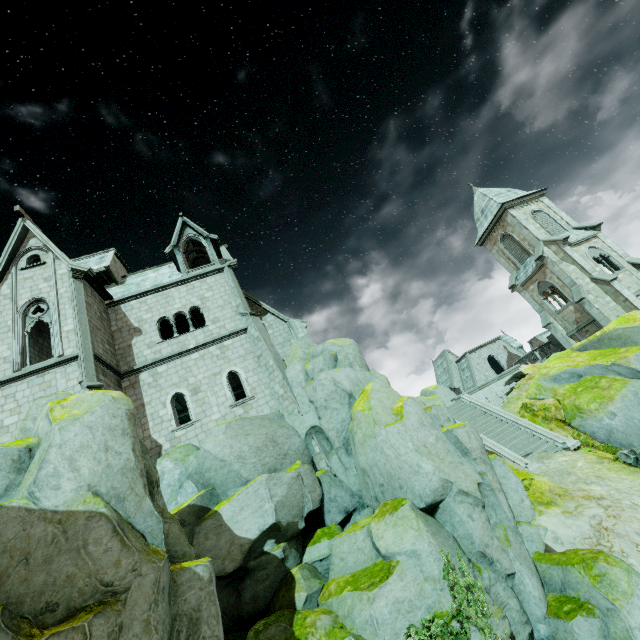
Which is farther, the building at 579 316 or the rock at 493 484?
the building at 579 316

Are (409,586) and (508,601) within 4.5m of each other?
yes

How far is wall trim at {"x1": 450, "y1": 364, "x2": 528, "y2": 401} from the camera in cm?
2282

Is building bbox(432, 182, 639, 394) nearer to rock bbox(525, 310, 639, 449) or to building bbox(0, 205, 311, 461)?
rock bbox(525, 310, 639, 449)

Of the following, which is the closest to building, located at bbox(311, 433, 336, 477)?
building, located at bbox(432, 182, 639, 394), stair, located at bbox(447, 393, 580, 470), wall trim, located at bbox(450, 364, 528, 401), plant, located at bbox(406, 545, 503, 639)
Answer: stair, located at bbox(447, 393, 580, 470)

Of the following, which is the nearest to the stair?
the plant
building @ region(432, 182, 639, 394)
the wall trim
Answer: the wall trim

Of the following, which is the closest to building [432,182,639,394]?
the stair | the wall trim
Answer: the wall trim

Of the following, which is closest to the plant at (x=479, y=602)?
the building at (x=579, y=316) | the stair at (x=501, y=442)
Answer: the stair at (x=501, y=442)
